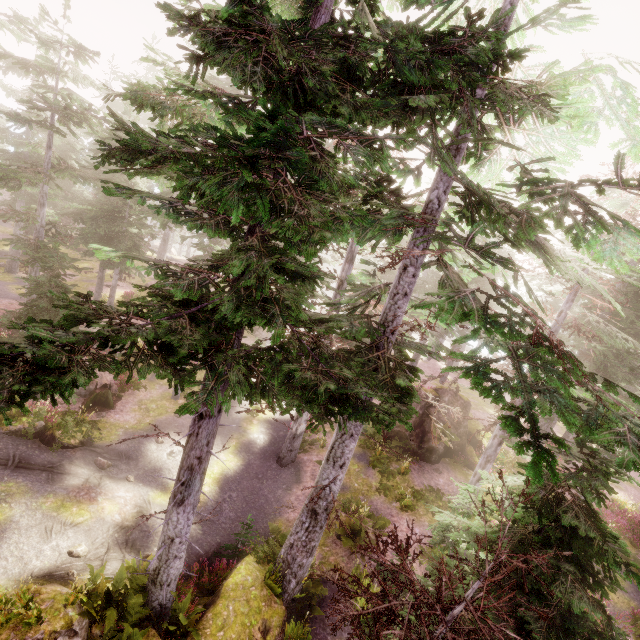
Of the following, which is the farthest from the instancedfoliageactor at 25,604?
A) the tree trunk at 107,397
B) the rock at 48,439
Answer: the tree trunk at 107,397

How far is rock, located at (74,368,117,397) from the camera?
18.1m

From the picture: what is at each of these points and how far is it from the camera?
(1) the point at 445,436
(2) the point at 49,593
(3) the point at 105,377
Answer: (1) instancedfoliageactor, 19.7 meters
(2) rock, 7.8 meters
(3) rock, 19.5 meters

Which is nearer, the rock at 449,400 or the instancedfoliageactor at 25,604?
the instancedfoliageactor at 25,604

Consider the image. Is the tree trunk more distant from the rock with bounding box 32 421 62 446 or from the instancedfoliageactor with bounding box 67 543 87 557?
the rock with bounding box 32 421 62 446

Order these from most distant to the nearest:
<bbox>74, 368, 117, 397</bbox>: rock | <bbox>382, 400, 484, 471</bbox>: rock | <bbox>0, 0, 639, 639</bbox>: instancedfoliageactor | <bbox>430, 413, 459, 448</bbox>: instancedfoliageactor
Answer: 1. <bbox>382, 400, 484, 471</bbox>: rock
2. <bbox>74, 368, 117, 397</bbox>: rock
3. <bbox>430, 413, 459, 448</bbox>: instancedfoliageactor
4. <bbox>0, 0, 639, 639</bbox>: instancedfoliageactor

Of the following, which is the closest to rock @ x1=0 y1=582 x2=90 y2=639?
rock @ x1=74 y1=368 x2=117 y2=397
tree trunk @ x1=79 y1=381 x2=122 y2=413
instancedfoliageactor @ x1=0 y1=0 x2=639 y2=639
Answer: instancedfoliageactor @ x1=0 y1=0 x2=639 y2=639

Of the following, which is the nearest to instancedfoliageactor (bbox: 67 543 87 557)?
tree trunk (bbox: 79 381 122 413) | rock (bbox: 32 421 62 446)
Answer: rock (bbox: 32 421 62 446)
